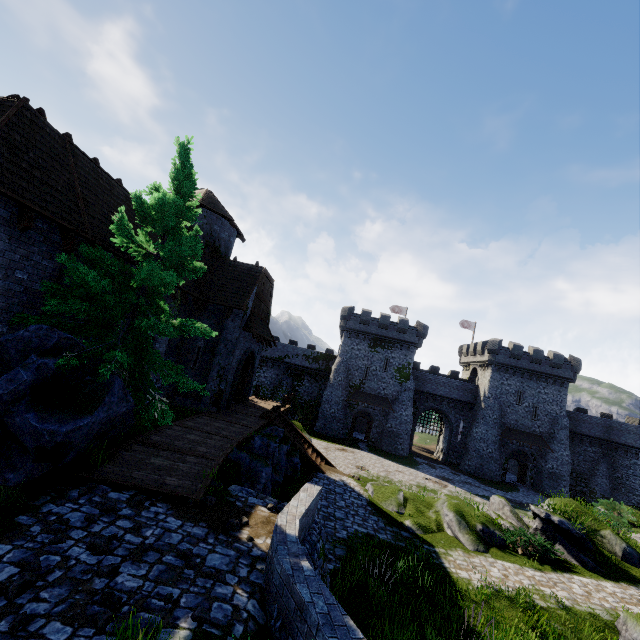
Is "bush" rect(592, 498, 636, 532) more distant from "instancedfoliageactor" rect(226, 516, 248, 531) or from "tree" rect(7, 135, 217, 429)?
"tree" rect(7, 135, 217, 429)

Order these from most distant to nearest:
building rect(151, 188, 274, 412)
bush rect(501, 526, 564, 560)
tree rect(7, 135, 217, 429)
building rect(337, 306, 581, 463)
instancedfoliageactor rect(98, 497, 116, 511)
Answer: building rect(337, 306, 581, 463) → building rect(151, 188, 274, 412) → bush rect(501, 526, 564, 560) → tree rect(7, 135, 217, 429) → instancedfoliageactor rect(98, 497, 116, 511)

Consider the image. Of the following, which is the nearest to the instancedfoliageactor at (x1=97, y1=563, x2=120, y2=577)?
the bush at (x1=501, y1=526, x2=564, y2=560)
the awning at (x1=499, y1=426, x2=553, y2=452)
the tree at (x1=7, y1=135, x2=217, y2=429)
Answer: the tree at (x1=7, y1=135, x2=217, y2=429)

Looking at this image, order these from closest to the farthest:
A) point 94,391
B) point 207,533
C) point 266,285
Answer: point 207,533 → point 94,391 → point 266,285

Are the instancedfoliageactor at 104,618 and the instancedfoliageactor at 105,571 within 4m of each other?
yes

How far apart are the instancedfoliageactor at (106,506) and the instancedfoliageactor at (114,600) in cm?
224

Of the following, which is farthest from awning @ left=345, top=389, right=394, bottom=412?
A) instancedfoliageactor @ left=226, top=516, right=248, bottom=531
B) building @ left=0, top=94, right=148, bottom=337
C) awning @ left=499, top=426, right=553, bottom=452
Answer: instancedfoliageactor @ left=226, top=516, right=248, bottom=531

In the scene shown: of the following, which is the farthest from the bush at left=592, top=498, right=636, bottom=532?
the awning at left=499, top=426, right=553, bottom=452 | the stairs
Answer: the stairs
